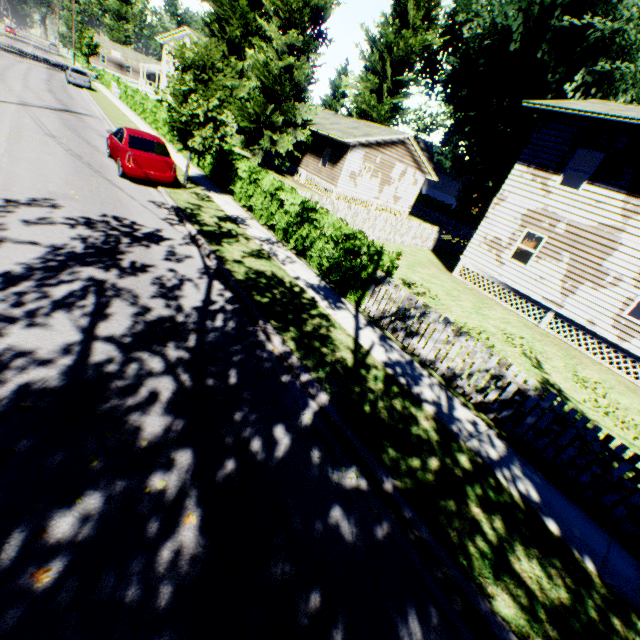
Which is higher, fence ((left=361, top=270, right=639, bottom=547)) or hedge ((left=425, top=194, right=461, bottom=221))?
hedge ((left=425, top=194, right=461, bottom=221))

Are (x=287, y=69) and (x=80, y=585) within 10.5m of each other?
no

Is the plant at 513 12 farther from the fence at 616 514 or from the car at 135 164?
the car at 135 164

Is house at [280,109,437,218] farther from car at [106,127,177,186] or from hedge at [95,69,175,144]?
car at [106,127,177,186]

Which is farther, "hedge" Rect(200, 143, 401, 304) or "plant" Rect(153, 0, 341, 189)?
"plant" Rect(153, 0, 341, 189)

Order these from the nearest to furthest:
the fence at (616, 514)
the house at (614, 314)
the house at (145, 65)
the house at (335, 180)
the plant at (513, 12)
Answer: the fence at (616, 514) < the house at (614, 314) < the plant at (513, 12) < the house at (335, 180) < the house at (145, 65)

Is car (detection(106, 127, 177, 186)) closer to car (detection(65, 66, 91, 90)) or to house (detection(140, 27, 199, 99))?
house (detection(140, 27, 199, 99))

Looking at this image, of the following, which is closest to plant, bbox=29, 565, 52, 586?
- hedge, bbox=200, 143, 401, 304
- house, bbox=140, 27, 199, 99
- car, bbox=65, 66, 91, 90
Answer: house, bbox=140, 27, 199, 99
